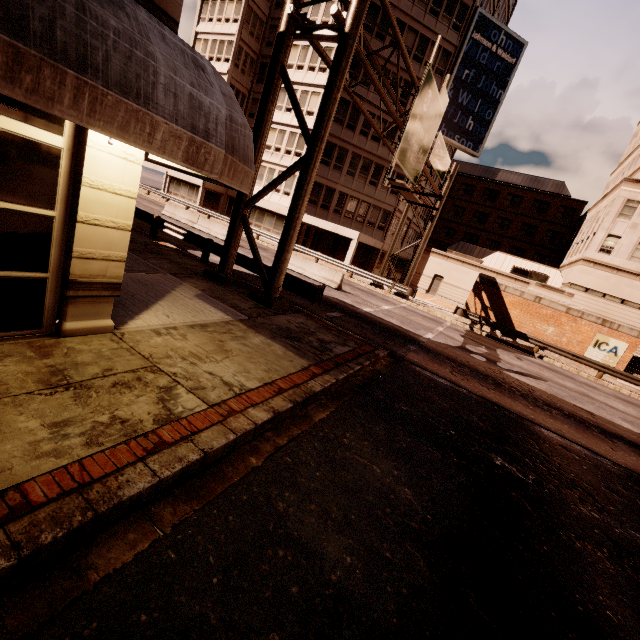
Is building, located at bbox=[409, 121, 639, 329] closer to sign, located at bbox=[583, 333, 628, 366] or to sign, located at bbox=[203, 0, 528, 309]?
sign, located at bbox=[583, 333, 628, 366]

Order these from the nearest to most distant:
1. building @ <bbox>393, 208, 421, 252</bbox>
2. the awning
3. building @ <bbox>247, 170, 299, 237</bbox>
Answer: the awning, building @ <bbox>247, 170, 299, 237</bbox>, building @ <bbox>393, 208, 421, 252</bbox>

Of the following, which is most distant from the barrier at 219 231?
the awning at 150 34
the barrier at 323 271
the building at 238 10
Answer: the awning at 150 34

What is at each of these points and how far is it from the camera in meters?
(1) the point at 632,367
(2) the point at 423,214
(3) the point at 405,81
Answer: (1) bp, 21.9
(2) building, 43.8
(3) building, 30.0

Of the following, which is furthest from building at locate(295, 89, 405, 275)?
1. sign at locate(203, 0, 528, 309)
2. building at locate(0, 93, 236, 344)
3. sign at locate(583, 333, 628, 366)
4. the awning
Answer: the awning

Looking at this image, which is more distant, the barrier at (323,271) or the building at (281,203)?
the building at (281,203)

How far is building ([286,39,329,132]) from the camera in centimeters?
2977cm
